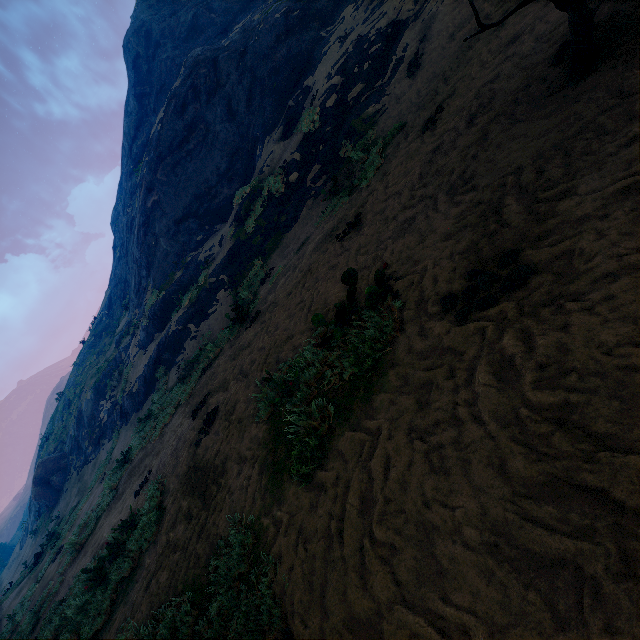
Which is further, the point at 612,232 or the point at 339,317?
the point at 339,317

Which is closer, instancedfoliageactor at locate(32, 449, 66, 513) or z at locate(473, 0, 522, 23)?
z at locate(473, 0, 522, 23)

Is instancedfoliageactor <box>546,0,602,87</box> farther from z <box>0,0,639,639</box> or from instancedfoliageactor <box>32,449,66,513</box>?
instancedfoliageactor <box>32,449,66,513</box>

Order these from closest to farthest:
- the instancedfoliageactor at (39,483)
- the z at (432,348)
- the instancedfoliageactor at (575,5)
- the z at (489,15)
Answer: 1. the z at (432,348)
2. the instancedfoliageactor at (575,5)
3. the z at (489,15)
4. the instancedfoliageactor at (39,483)

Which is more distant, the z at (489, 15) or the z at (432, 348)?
the z at (489, 15)

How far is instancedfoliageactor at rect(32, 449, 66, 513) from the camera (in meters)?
24.78

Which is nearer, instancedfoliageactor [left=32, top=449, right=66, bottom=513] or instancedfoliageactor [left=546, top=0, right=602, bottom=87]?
instancedfoliageactor [left=546, top=0, right=602, bottom=87]

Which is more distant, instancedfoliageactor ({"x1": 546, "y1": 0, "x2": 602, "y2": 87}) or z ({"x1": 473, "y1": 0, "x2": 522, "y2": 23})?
z ({"x1": 473, "y1": 0, "x2": 522, "y2": 23})
